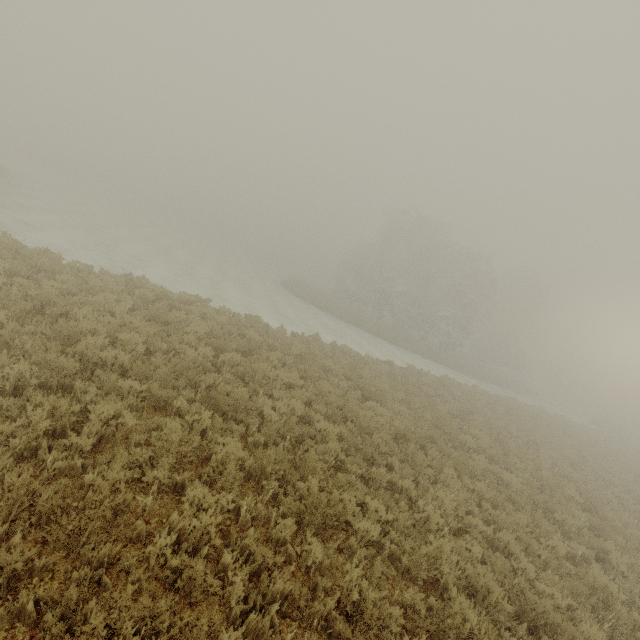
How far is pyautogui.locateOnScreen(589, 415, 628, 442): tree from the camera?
39.1 meters

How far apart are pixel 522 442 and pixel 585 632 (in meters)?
12.69

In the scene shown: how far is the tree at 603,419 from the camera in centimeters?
3912cm
